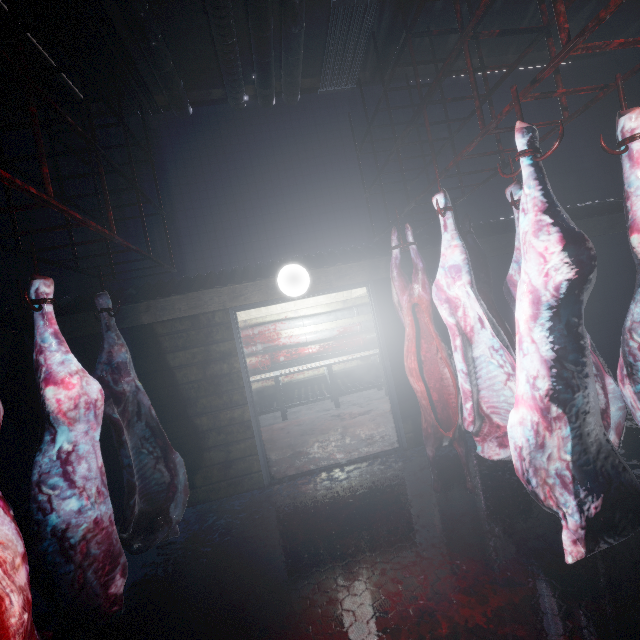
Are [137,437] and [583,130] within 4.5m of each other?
no

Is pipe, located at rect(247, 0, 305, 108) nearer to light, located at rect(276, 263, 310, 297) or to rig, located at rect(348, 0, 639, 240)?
rig, located at rect(348, 0, 639, 240)

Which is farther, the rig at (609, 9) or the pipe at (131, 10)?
the pipe at (131, 10)

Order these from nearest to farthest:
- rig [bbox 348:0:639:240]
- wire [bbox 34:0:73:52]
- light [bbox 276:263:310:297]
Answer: rig [bbox 348:0:639:240], wire [bbox 34:0:73:52], light [bbox 276:263:310:297]

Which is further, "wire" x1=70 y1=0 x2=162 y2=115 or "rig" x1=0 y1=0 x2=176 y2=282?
"wire" x1=70 y1=0 x2=162 y2=115

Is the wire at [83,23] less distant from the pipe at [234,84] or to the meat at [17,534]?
the pipe at [234,84]

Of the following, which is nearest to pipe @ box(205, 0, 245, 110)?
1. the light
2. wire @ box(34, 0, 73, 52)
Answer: wire @ box(34, 0, 73, 52)

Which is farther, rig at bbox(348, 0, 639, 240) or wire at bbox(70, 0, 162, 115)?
wire at bbox(70, 0, 162, 115)
